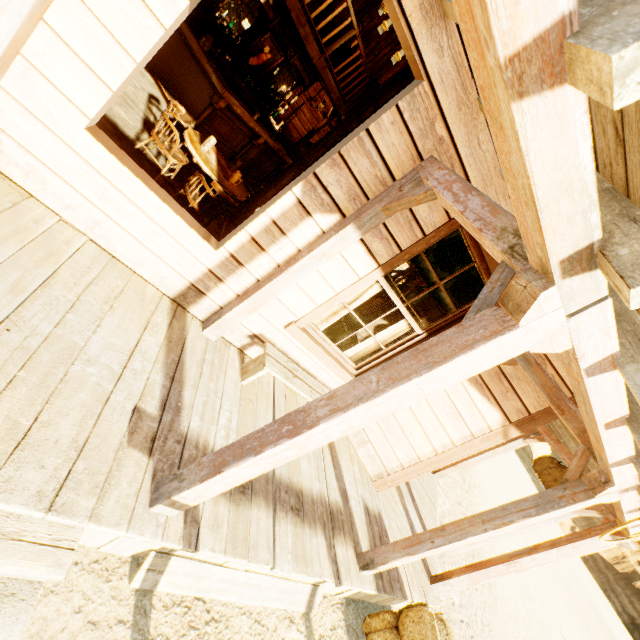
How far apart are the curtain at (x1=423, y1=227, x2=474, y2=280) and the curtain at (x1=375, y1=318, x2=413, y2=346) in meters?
0.3 m

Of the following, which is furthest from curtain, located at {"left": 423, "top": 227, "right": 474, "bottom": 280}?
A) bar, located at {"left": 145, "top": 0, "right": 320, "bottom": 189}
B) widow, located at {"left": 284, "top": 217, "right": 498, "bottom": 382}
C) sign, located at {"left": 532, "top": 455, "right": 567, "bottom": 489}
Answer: bar, located at {"left": 145, "top": 0, "right": 320, "bottom": 189}

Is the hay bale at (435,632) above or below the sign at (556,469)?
below

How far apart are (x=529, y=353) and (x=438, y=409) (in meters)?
1.43

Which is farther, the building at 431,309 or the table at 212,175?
the building at 431,309

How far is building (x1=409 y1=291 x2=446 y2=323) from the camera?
7.7 meters

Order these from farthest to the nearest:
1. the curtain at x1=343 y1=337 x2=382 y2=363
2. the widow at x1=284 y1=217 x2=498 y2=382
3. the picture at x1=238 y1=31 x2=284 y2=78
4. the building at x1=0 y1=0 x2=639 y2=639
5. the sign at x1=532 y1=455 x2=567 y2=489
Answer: the picture at x1=238 y1=31 x2=284 y2=78
the sign at x1=532 y1=455 x2=567 y2=489
the curtain at x1=343 y1=337 x2=382 y2=363
the widow at x1=284 y1=217 x2=498 y2=382
the building at x1=0 y1=0 x2=639 y2=639

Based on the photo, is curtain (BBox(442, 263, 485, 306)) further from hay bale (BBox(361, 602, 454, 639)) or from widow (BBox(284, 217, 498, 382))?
hay bale (BBox(361, 602, 454, 639))
